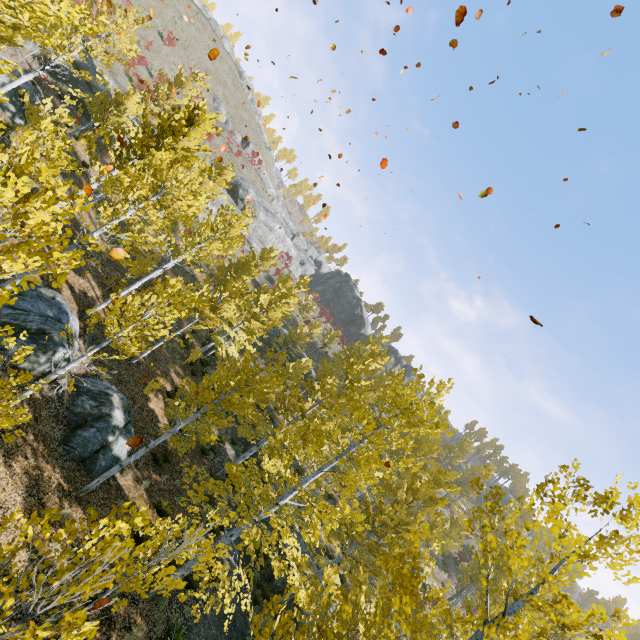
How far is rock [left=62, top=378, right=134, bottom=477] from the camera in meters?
11.8 m

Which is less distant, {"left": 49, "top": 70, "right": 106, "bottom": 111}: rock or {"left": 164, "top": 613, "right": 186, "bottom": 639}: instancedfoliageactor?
{"left": 164, "top": 613, "right": 186, "bottom": 639}: instancedfoliageactor

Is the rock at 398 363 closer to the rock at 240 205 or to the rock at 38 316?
the rock at 240 205

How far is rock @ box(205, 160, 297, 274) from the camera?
42.7 meters

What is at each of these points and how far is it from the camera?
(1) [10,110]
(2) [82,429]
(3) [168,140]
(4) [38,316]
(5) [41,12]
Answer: (1) rock, 19.83m
(2) rock, 12.22m
(3) instancedfoliageactor, 12.38m
(4) rock, 11.92m
(5) instancedfoliageactor, 4.03m

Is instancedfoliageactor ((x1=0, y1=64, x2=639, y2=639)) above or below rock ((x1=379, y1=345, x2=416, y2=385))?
below

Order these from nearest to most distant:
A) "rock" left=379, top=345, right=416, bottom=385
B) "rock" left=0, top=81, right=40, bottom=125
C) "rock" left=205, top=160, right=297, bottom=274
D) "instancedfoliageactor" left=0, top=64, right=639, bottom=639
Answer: "instancedfoliageactor" left=0, top=64, right=639, bottom=639 → "rock" left=0, top=81, right=40, bottom=125 → "rock" left=205, top=160, right=297, bottom=274 → "rock" left=379, top=345, right=416, bottom=385

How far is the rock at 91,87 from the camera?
25.7m
